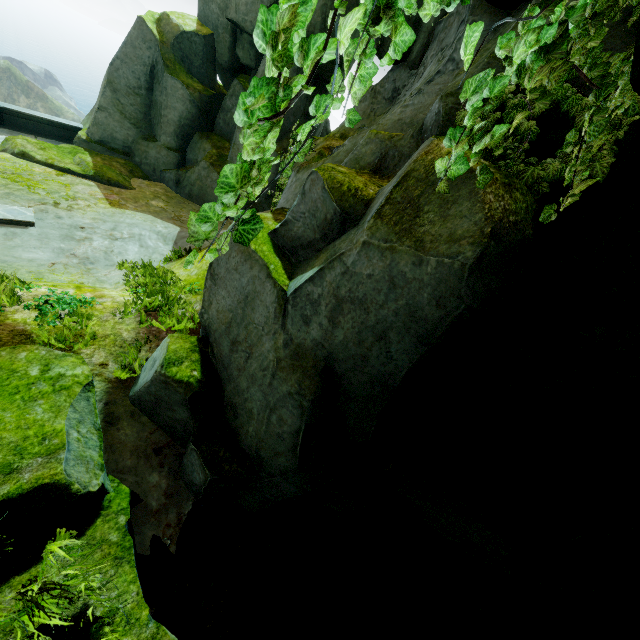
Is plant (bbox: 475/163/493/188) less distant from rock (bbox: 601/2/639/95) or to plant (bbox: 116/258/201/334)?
rock (bbox: 601/2/639/95)

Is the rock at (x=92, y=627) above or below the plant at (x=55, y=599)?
below

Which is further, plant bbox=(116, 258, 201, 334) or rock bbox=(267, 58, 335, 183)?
rock bbox=(267, 58, 335, 183)

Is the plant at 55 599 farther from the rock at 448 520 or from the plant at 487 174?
the plant at 487 174

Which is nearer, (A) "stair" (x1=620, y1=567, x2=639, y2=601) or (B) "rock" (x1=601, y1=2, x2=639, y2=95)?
(B) "rock" (x1=601, y1=2, x2=639, y2=95)

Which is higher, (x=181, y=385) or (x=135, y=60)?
(x=135, y=60)

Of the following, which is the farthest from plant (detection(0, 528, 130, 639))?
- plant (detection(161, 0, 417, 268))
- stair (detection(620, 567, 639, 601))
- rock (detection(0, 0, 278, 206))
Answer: stair (detection(620, 567, 639, 601))

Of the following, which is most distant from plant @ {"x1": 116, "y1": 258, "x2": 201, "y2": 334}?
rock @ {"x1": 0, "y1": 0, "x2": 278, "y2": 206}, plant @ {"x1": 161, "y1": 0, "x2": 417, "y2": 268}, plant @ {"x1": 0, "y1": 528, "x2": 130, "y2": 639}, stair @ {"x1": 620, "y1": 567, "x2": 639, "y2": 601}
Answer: stair @ {"x1": 620, "y1": 567, "x2": 639, "y2": 601}
